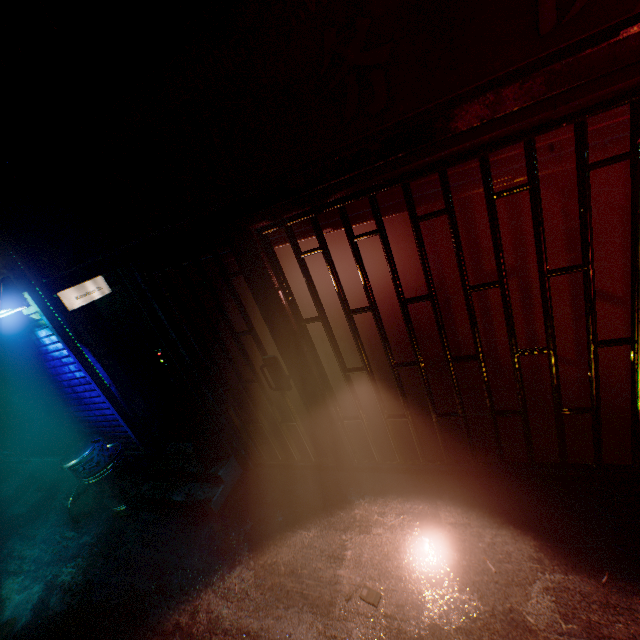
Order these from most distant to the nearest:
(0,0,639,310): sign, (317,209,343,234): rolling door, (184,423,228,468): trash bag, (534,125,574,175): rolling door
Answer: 1. (184,423,228,468): trash bag
2. (317,209,343,234): rolling door
3. (534,125,574,175): rolling door
4. (0,0,639,310): sign

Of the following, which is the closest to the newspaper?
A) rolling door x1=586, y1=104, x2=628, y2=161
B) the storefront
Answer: the storefront

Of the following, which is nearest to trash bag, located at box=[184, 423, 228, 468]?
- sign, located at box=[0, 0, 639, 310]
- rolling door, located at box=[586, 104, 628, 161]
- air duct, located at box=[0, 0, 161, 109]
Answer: sign, located at box=[0, 0, 639, 310]

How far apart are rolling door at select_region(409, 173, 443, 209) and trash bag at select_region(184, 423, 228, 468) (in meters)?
2.18

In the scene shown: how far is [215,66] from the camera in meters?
1.2 m

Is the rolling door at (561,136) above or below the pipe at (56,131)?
below

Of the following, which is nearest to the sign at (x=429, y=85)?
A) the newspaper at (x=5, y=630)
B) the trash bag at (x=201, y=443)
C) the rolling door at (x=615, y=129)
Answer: the rolling door at (x=615, y=129)

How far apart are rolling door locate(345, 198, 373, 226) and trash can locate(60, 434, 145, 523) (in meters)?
3.21
